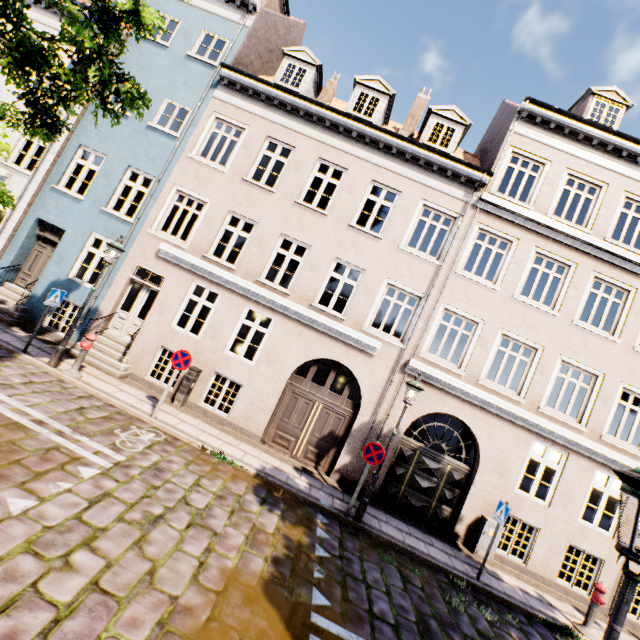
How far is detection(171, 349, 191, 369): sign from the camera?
8.4m

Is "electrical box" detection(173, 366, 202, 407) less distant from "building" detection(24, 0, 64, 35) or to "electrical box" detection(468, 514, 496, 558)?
"electrical box" detection(468, 514, 496, 558)

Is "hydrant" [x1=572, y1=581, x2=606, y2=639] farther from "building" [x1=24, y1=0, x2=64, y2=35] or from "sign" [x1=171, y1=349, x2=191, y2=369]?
"building" [x1=24, y1=0, x2=64, y2=35]

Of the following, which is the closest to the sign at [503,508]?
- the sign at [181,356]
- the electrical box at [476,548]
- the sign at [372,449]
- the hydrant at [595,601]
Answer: the electrical box at [476,548]

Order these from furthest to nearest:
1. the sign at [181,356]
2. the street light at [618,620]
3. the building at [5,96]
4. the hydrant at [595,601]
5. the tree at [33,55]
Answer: the building at [5,96]
the sign at [181,356]
the hydrant at [595,601]
the tree at [33,55]
the street light at [618,620]

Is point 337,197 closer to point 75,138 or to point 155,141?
point 155,141

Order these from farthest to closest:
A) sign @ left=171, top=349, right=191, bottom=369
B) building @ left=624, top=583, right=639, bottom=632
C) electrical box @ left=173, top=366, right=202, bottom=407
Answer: electrical box @ left=173, top=366, right=202, bottom=407, building @ left=624, top=583, right=639, bottom=632, sign @ left=171, top=349, right=191, bottom=369

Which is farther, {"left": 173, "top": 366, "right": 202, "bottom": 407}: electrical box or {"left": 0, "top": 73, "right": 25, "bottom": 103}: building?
{"left": 0, "top": 73, "right": 25, "bottom": 103}: building
